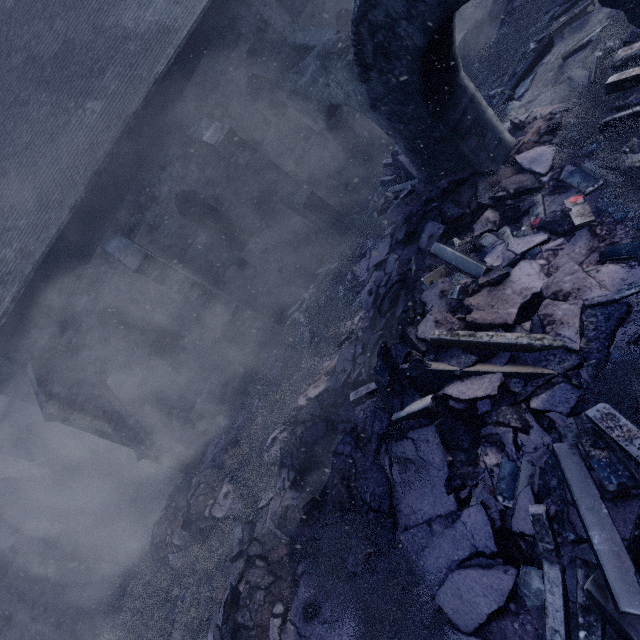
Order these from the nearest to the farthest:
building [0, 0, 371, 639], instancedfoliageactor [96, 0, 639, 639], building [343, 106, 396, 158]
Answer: instancedfoliageactor [96, 0, 639, 639]
building [0, 0, 371, 639]
building [343, 106, 396, 158]

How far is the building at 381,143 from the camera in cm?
1141

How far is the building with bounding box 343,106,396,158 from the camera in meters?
11.4 m

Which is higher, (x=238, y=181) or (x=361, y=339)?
(x=238, y=181)

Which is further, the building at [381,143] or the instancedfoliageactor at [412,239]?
the building at [381,143]

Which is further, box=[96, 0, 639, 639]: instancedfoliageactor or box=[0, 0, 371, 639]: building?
box=[0, 0, 371, 639]: building

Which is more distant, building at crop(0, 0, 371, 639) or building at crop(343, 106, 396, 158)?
building at crop(343, 106, 396, 158)
